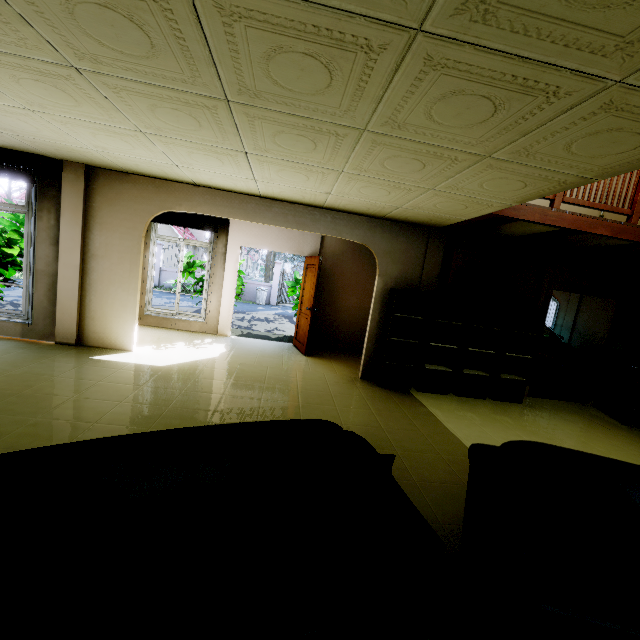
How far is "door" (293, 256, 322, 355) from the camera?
6.60m

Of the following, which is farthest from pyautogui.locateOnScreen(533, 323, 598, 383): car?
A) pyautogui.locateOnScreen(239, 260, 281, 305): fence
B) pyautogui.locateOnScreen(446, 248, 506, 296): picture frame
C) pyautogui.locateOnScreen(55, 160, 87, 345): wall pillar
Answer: pyautogui.locateOnScreen(239, 260, 281, 305): fence

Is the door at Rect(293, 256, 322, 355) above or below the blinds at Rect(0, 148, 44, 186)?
below

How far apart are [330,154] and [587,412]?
6.5m

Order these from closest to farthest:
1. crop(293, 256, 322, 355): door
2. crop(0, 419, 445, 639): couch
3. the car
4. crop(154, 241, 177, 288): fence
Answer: crop(0, 419, 445, 639): couch < crop(293, 256, 322, 355): door < the car < crop(154, 241, 177, 288): fence

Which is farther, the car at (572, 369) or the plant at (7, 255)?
the car at (572, 369)

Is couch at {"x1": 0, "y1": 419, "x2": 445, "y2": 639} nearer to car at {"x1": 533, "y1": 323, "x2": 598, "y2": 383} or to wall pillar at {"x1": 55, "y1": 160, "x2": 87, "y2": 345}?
wall pillar at {"x1": 55, "y1": 160, "x2": 87, "y2": 345}

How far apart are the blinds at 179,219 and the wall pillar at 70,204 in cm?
198
